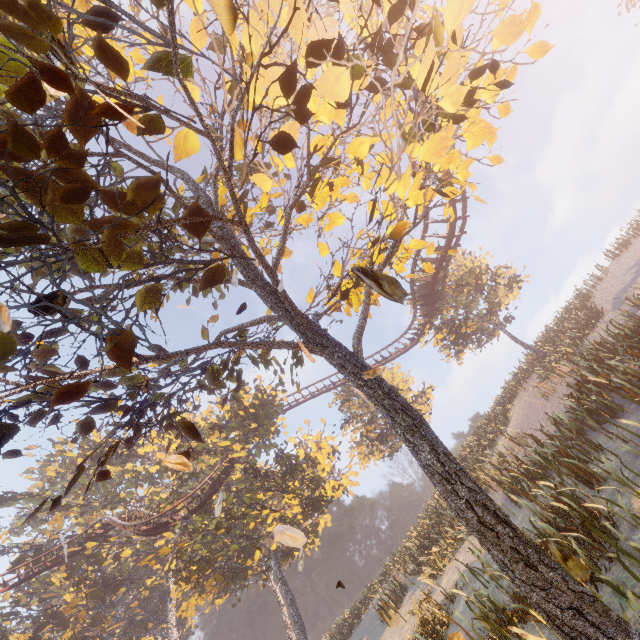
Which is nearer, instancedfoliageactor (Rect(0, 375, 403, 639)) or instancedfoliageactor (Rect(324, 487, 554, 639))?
instancedfoliageactor (Rect(324, 487, 554, 639))

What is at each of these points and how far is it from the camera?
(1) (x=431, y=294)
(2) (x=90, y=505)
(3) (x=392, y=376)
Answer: (1) roller coaster, 20.9m
(2) instancedfoliageactor, 35.4m
(3) instancedfoliageactor, 35.6m

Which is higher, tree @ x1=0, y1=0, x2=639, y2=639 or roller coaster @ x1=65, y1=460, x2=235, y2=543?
roller coaster @ x1=65, y1=460, x2=235, y2=543

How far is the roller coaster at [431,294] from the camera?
16.6m

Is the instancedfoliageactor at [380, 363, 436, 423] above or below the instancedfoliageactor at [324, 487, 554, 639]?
above

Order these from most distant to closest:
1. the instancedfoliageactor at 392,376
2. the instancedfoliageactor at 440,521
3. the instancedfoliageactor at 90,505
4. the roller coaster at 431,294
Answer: the instancedfoliageactor at 392,376 → the instancedfoliageactor at 90,505 → the roller coaster at 431,294 → the instancedfoliageactor at 440,521

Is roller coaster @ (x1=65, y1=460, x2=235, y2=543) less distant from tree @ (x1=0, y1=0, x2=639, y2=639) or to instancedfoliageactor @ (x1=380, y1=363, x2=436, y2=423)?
tree @ (x1=0, y1=0, x2=639, y2=639)

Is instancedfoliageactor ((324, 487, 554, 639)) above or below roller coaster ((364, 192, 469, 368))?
below
